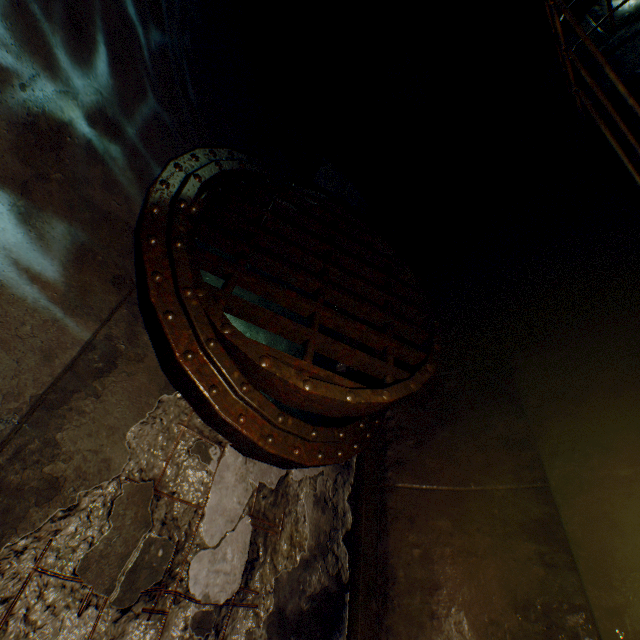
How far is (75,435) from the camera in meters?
1.5

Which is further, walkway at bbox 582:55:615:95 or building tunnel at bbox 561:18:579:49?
building tunnel at bbox 561:18:579:49

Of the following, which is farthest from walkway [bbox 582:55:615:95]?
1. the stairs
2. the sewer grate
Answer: the sewer grate

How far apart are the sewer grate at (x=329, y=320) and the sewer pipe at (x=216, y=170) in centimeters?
0cm

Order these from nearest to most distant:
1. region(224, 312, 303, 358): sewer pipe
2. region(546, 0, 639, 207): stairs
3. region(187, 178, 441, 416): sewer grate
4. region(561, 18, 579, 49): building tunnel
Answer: region(187, 178, 441, 416): sewer grate → region(546, 0, 639, 207): stairs → region(224, 312, 303, 358): sewer pipe → region(561, 18, 579, 49): building tunnel

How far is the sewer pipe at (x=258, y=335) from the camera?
4.88m

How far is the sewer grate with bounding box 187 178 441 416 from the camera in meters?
2.1 m

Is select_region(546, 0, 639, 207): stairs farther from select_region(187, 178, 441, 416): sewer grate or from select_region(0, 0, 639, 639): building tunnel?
select_region(187, 178, 441, 416): sewer grate
